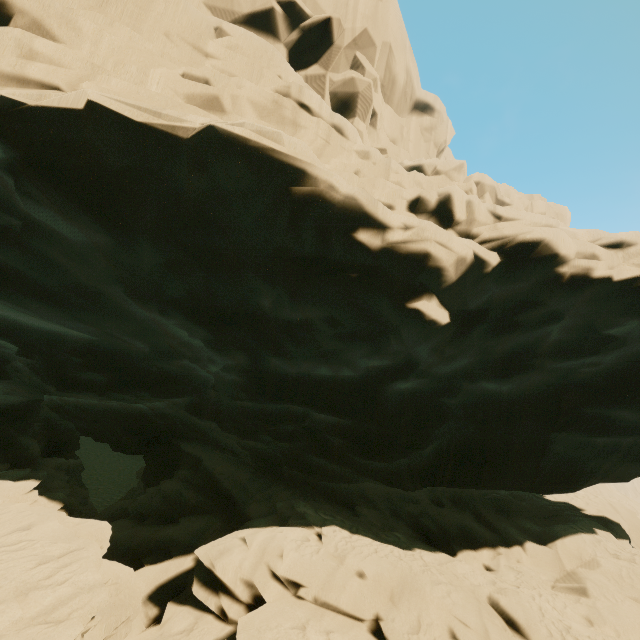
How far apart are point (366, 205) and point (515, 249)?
3.68m
